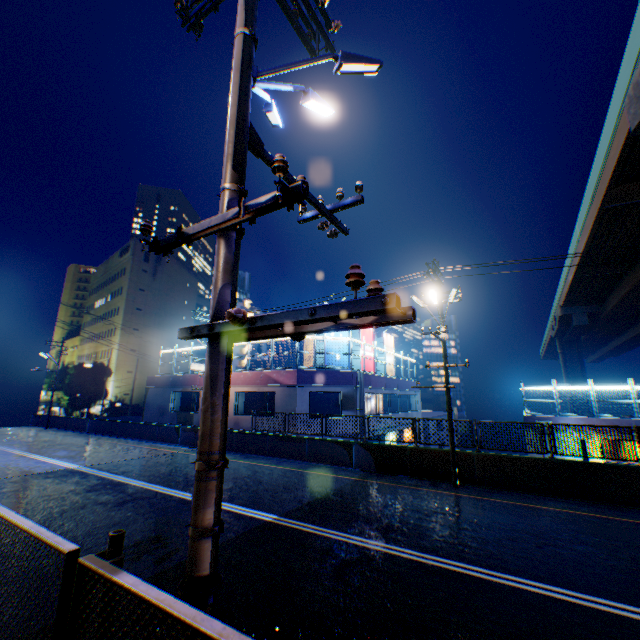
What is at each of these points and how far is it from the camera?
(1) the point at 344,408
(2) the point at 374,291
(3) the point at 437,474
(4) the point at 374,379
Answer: (1) building, 20.67m
(2) electric pole, 2.09m
(3) overpass support, 13.95m
(4) concrete block, 24.34m

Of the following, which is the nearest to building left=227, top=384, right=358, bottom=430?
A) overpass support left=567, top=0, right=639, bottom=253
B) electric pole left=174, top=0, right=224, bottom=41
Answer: overpass support left=567, top=0, right=639, bottom=253

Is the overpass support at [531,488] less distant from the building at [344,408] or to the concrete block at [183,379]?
the building at [344,408]

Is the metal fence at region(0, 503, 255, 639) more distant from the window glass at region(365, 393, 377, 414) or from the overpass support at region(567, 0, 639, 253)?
the window glass at region(365, 393, 377, 414)

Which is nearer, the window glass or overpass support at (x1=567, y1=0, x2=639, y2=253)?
overpass support at (x1=567, y1=0, x2=639, y2=253)

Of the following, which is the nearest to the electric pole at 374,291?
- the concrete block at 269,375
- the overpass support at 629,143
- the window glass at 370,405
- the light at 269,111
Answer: the light at 269,111

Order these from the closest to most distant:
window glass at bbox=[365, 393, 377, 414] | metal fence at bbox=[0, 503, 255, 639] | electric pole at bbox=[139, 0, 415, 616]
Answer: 1. metal fence at bbox=[0, 503, 255, 639]
2. electric pole at bbox=[139, 0, 415, 616]
3. window glass at bbox=[365, 393, 377, 414]

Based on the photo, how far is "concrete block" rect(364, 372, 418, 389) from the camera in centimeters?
2338cm
